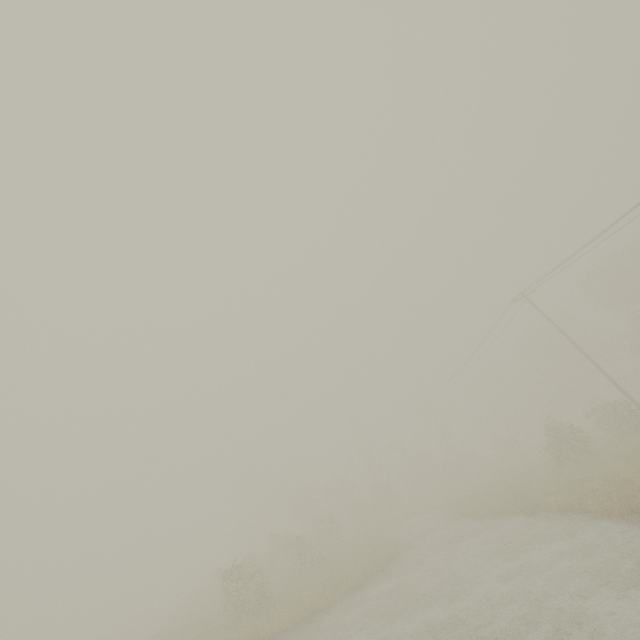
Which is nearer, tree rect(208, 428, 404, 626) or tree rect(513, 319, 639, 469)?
tree rect(208, 428, 404, 626)

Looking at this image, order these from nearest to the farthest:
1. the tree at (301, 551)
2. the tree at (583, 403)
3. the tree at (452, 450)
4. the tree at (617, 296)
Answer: the tree at (301, 551) < the tree at (583, 403) < the tree at (617, 296) < the tree at (452, 450)

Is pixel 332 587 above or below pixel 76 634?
above

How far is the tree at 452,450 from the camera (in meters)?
39.67

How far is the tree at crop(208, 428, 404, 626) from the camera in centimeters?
1758cm

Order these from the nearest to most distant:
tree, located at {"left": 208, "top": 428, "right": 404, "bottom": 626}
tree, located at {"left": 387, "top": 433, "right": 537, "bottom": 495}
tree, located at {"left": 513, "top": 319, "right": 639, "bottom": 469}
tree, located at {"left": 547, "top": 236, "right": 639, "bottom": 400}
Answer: tree, located at {"left": 208, "top": 428, "right": 404, "bottom": 626} → tree, located at {"left": 513, "top": 319, "right": 639, "bottom": 469} → tree, located at {"left": 547, "top": 236, "right": 639, "bottom": 400} → tree, located at {"left": 387, "top": 433, "right": 537, "bottom": 495}
